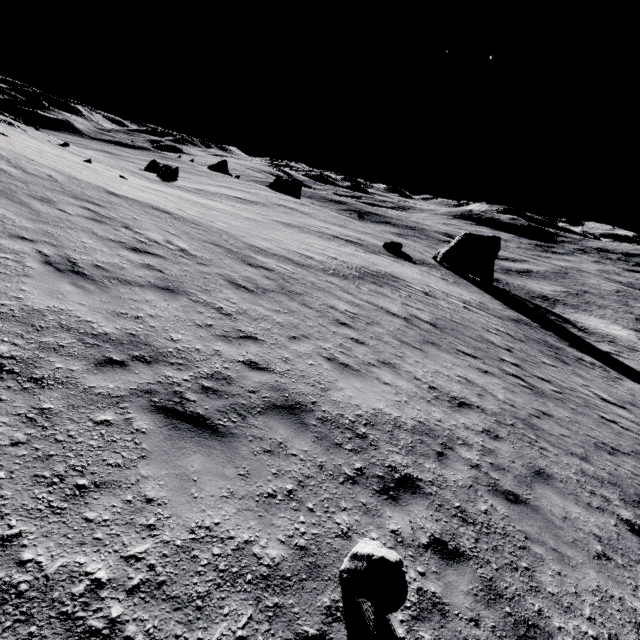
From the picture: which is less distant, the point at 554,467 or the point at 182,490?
the point at 182,490

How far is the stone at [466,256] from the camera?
42.0m

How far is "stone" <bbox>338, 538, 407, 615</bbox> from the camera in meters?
3.2 m

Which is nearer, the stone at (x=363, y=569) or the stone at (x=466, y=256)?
the stone at (x=363, y=569)

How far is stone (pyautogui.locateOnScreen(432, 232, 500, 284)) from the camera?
42.0 meters

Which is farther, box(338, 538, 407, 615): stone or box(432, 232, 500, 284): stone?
box(432, 232, 500, 284): stone
